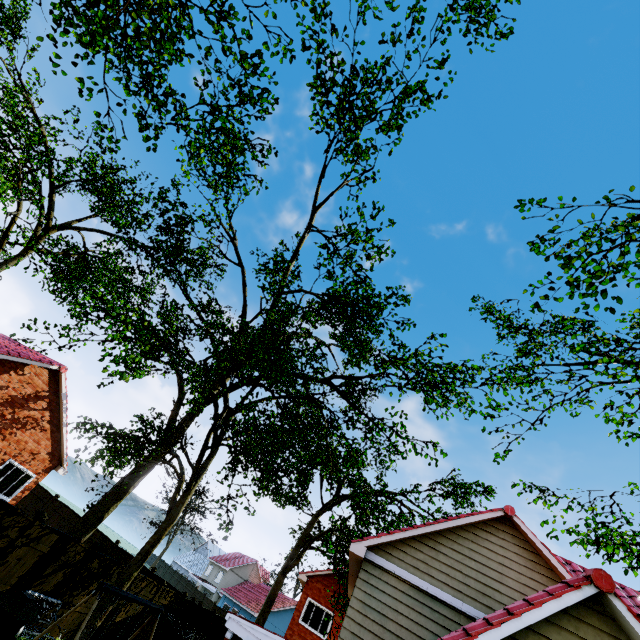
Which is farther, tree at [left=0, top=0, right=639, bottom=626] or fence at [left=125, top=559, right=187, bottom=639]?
fence at [left=125, top=559, right=187, bottom=639]

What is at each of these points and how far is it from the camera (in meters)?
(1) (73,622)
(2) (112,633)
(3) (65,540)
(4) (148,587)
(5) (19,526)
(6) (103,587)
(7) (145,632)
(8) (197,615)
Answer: (1) fence, 11.18
(2) fence, 13.09
(3) fence, 10.09
(4) fence, 14.42
(5) fence, 8.72
(6) swing, 6.23
(7) fence, 15.09
(8) fence, 17.88

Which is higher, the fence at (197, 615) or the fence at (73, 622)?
the fence at (197, 615)

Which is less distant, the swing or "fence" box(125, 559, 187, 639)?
the swing

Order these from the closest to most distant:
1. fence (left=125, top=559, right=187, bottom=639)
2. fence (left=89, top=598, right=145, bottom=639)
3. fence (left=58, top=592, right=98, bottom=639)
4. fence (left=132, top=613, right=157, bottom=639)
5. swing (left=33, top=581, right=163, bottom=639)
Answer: swing (left=33, top=581, right=163, bottom=639) < fence (left=58, top=592, right=98, bottom=639) < fence (left=89, top=598, right=145, bottom=639) < fence (left=125, top=559, right=187, bottom=639) < fence (left=132, top=613, right=157, bottom=639)

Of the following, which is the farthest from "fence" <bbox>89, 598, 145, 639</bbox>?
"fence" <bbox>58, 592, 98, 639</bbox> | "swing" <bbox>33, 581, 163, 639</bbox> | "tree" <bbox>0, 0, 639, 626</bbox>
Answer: "tree" <bbox>0, 0, 639, 626</bbox>

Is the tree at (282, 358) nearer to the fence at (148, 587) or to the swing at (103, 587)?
the fence at (148, 587)
